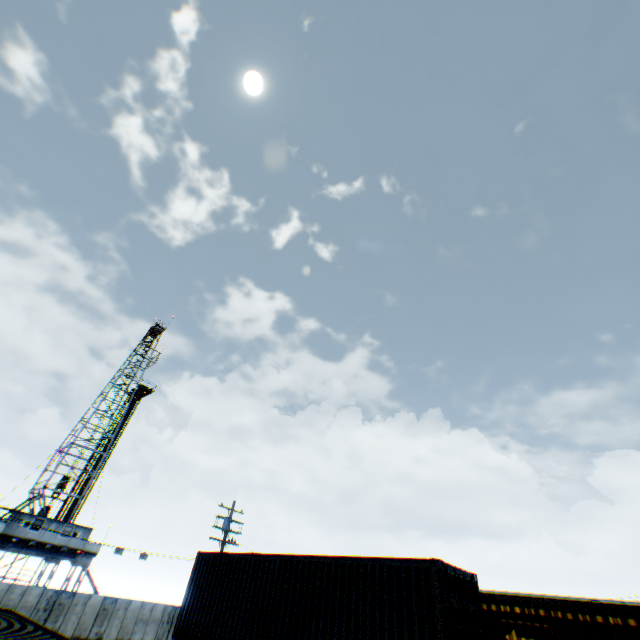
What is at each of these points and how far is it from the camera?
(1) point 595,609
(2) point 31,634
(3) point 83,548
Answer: (1) storage container, 11.5 meters
(2) storage container, 10.4 meters
(3) landrig, 31.4 meters

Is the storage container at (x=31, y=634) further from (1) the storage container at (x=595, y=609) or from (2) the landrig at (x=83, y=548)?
(2) the landrig at (x=83, y=548)

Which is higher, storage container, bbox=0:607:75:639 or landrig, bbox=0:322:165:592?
landrig, bbox=0:322:165:592

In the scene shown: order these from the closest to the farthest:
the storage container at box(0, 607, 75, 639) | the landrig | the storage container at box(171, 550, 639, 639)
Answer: the storage container at box(171, 550, 639, 639)
the storage container at box(0, 607, 75, 639)
the landrig

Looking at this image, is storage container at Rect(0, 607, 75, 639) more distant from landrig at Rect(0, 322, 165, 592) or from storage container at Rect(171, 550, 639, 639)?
landrig at Rect(0, 322, 165, 592)
